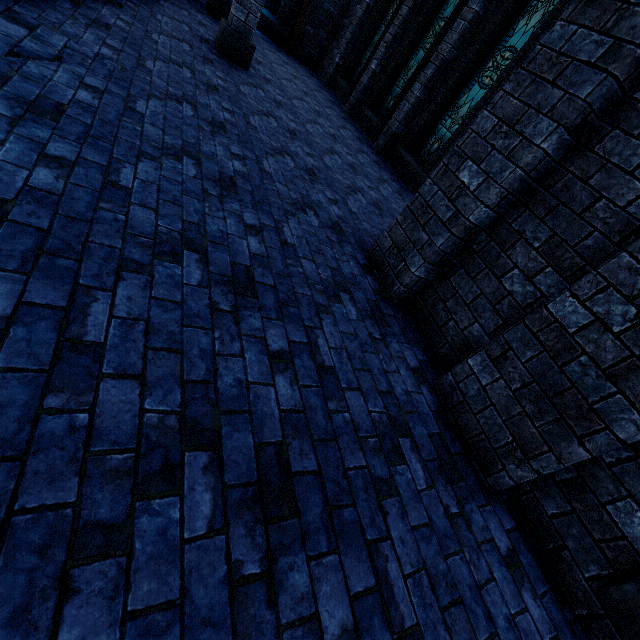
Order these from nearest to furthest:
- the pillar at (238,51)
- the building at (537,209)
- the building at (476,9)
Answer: the building at (537,209) < the pillar at (238,51) < the building at (476,9)

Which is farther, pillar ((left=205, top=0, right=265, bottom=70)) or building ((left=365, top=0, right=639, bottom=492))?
pillar ((left=205, top=0, right=265, bottom=70))

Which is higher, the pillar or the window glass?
the window glass

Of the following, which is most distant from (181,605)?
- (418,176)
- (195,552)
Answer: (418,176)

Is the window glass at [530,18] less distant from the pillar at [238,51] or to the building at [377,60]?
the building at [377,60]

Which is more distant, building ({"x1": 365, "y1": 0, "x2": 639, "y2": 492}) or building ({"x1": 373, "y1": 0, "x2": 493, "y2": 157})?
building ({"x1": 373, "y1": 0, "x2": 493, "y2": 157})

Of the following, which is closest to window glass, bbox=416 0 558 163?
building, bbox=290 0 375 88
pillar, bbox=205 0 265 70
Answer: building, bbox=290 0 375 88

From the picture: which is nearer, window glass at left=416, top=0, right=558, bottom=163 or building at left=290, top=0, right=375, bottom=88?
window glass at left=416, top=0, right=558, bottom=163
